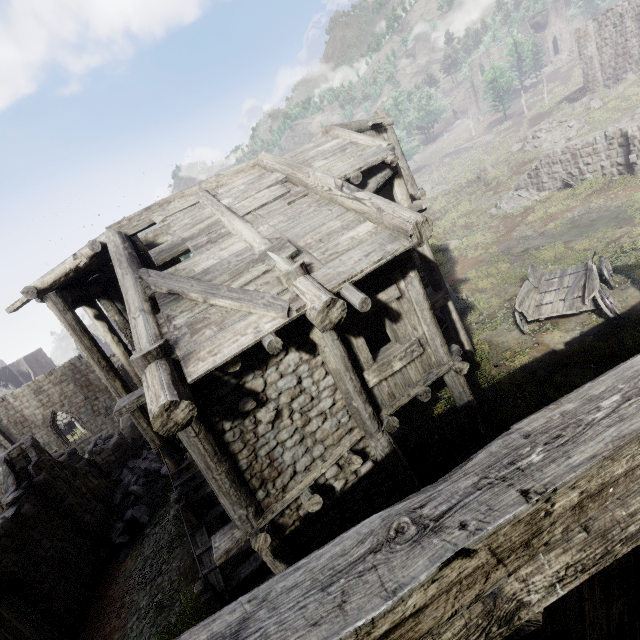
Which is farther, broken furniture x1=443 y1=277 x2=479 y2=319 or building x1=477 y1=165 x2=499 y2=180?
building x1=477 y1=165 x2=499 y2=180

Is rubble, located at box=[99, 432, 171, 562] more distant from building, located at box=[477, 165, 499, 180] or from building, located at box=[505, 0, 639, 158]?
building, located at box=[505, 0, 639, 158]

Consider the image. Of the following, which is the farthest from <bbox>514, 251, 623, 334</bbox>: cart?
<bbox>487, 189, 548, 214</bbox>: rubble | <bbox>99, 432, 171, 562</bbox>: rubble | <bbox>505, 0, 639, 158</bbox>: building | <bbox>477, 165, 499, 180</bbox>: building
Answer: <bbox>477, 165, 499, 180</bbox>: building

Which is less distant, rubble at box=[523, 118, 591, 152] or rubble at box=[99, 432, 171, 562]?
rubble at box=[99, 432, 171, 562]

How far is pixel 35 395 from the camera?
24.6 meters

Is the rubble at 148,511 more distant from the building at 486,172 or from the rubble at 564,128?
the rubble at 564,128

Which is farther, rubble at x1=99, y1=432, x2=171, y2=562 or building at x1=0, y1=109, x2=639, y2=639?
rubble at x1=99, y1=432, x2=171, y2=562

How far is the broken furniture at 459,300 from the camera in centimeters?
1355cm
